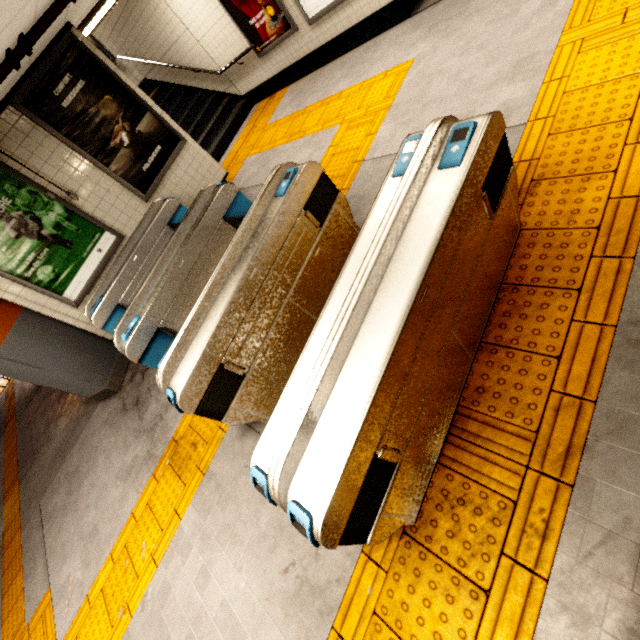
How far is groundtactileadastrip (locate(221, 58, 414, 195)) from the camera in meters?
4.2 m

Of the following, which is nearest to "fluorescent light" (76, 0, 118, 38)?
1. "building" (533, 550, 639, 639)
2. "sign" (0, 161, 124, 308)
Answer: "sign" (0, 161, 124, 308)

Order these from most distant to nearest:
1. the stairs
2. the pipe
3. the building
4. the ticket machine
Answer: the stairs, the ticket machine, the pipe, the building

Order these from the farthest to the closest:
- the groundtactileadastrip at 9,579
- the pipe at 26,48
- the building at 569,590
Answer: the groundtactileadastrip at 9,579 → the pipe at 26,48 → the building at 569,590

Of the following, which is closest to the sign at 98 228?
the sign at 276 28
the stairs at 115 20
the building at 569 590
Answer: the stairs at 115 20

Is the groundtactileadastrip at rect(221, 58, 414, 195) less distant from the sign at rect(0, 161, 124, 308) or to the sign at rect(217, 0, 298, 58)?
the sign at rect(217, 0, 298, 58)

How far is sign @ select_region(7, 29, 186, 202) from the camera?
4.1m

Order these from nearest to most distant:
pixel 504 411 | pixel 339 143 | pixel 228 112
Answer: pixel 504 411 < pixel 339 143 < pixel 228 112
